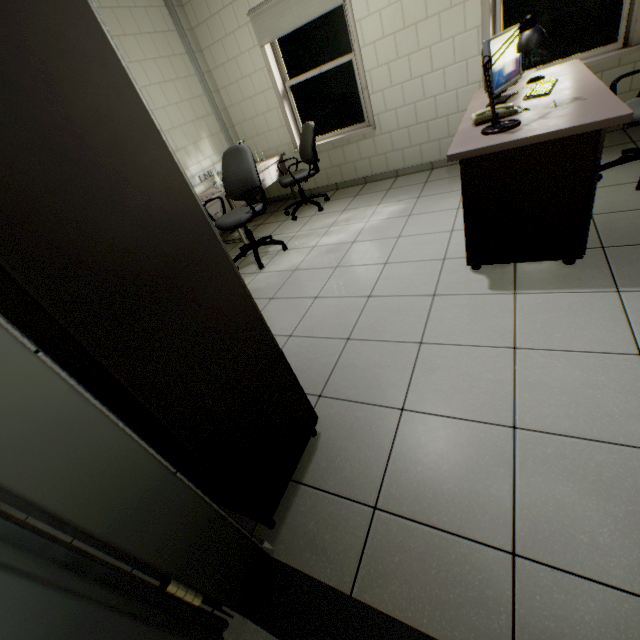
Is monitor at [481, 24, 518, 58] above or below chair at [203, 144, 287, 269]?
above

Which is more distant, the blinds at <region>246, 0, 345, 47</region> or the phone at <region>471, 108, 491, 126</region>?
the blinds at <region>246, 0, 345, 47</region>

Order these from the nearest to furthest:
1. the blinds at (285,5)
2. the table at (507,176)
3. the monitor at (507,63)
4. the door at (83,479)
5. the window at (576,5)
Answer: the door at (83,479) → the table at (507,176) → the monitor at (507,63) → the window at (576,5) → the blinds at (285,5)

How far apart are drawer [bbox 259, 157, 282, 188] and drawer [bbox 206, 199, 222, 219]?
0.20m

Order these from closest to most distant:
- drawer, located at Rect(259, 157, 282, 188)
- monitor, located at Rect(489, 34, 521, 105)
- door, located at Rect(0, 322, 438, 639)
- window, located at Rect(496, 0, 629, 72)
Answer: door, located at Rect(0, 322, 438, 639) < monitor, located at Rect(489, 34, 521, 105) < window, located at Rect(496, 0, 629, 72) < drawer, located at Rect(259, 157, 282, 188)

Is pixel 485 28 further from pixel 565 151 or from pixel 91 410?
pixel 91 410

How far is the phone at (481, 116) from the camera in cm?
209

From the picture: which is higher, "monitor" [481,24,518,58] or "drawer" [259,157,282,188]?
"monitor" [481,24,518,58]
